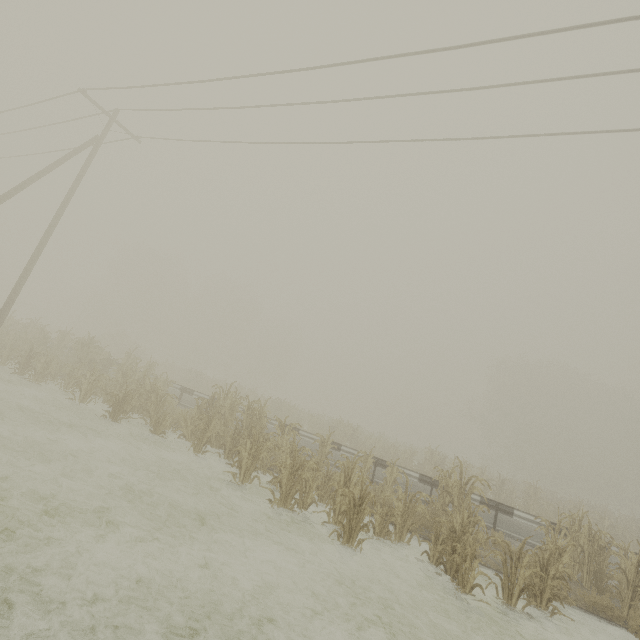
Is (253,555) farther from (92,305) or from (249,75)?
(92,305)
